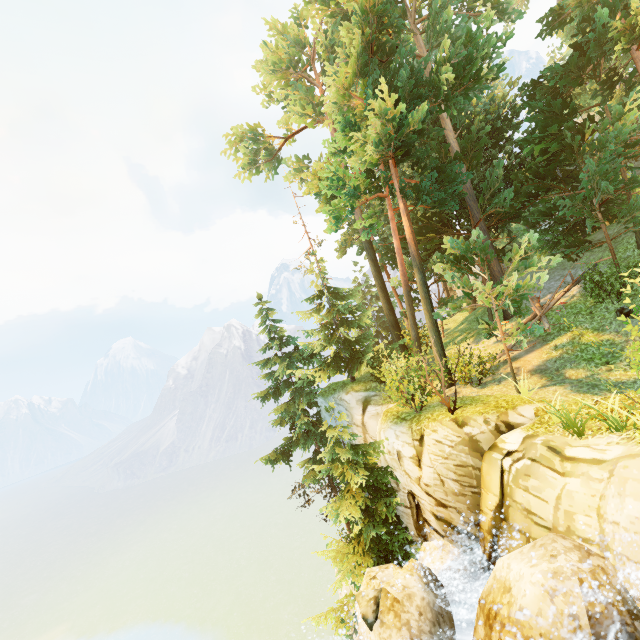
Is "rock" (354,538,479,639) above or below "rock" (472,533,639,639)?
below

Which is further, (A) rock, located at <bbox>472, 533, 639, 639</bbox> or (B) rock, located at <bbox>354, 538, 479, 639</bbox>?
(B) rock, located at <bbox>354, 538, 479, 639</bbox>

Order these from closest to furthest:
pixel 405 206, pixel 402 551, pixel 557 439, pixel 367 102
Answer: pixel 557 439 → pixel 402 551 → pixel 367 102 → pixel 405 206

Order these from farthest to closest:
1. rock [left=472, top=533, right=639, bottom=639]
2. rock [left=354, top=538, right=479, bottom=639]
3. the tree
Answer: the tree
rock [left=354, top=538, right=479, bottom=639]
rock [left=472, top=533, right=639, bottom=639]

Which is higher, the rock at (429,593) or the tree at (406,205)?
the tree at (406,205)

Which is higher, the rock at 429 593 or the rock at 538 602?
the rock at 538 602

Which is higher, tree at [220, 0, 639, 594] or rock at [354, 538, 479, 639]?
tree at [220, 0, 639, 594]

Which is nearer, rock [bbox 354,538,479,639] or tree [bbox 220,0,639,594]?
rock [bbox 354,538,479,639]
